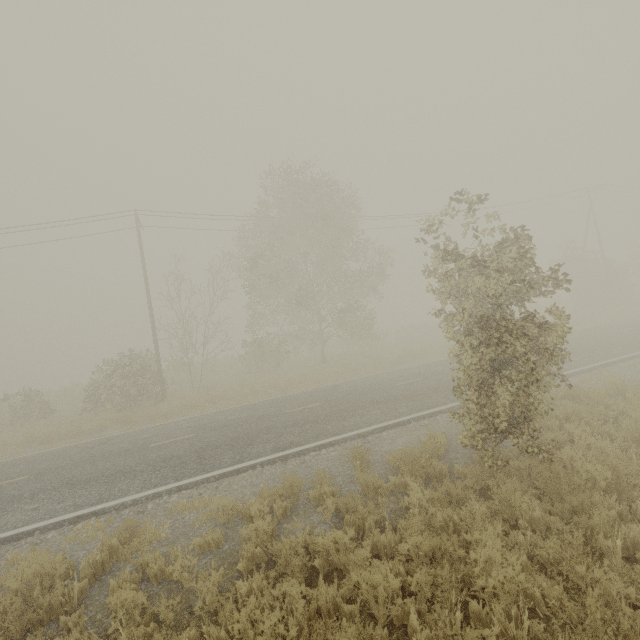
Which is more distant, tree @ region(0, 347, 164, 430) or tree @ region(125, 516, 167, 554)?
tree @ region(0, 347, 164, 430)

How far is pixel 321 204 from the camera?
20.38m

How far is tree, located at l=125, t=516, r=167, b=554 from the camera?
6.0 meters

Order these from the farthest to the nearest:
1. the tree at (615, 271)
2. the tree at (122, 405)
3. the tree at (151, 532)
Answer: the tree at (615, 271)
the tree at (122, 405)
the tree at (151, 532)

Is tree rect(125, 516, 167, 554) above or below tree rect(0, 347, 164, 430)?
below

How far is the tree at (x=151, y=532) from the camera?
6.0 meters
